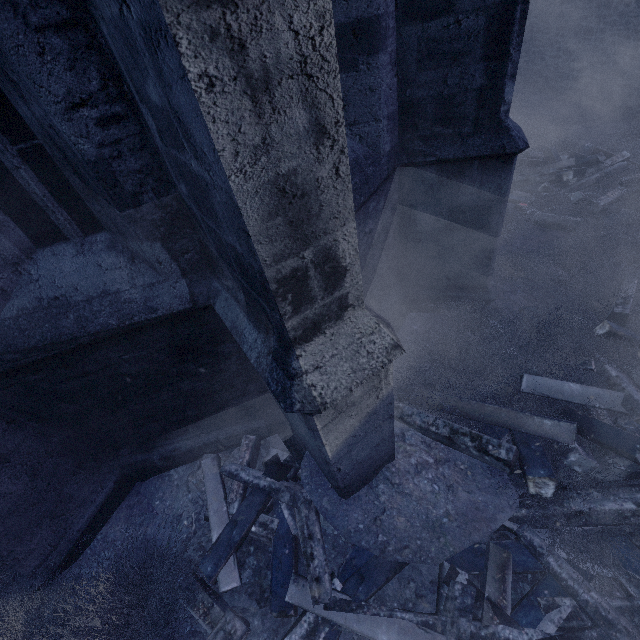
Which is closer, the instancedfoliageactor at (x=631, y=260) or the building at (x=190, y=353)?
the building at (x=190, y=353)

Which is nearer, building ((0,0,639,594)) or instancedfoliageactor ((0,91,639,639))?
building ((0,0,639,594))

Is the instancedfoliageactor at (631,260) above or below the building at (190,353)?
below

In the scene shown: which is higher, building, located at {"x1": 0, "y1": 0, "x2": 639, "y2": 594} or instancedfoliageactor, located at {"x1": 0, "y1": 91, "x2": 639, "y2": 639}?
building, located at {"x1": 0, "y1": 0, "x2": 639, "y2": 594}

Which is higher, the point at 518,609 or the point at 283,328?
the point at 283,328
